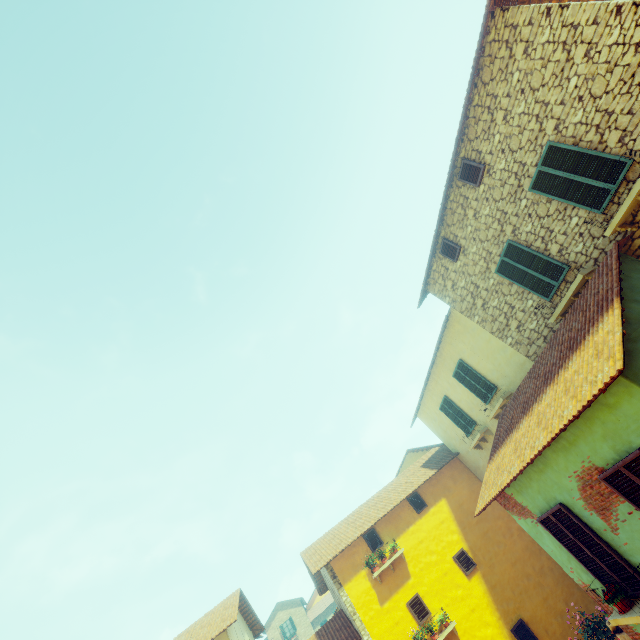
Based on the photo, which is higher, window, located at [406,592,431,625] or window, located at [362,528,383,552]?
Answer: window, located at [362,528,383,552]

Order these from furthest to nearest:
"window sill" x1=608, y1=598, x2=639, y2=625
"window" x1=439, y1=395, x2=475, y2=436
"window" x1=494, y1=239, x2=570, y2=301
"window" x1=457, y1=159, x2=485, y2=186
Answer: "window" x1=439, y1=395, x2=475, y2=436 < "window" x1=457, y1=159, x2=485, y2=186 < "window" x1=494, y1=239, x2=570, y2=301 < "window sill" x1=608, y1=598, x2=639, y2=625

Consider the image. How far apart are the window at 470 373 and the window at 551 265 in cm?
404

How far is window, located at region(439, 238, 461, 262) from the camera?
10.4m

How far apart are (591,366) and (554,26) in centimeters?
674cm

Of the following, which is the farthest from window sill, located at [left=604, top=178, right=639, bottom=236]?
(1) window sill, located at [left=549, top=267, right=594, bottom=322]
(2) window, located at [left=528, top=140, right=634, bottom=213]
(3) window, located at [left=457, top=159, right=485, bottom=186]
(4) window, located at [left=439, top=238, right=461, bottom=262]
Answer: (4) window, located at [left=439, top=238, right=461, bottom=262]

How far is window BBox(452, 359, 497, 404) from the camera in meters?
11.8 m

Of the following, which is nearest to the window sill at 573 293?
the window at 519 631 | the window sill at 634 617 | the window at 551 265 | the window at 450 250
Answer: the window at 551 265
